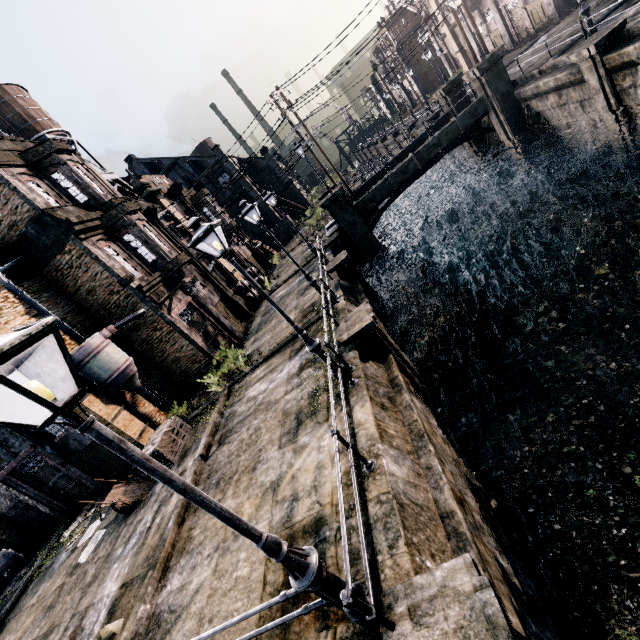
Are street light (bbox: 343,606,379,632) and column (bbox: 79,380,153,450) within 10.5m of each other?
no

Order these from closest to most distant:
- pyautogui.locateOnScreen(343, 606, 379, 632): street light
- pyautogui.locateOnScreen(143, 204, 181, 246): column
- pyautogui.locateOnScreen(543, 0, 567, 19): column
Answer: pyautogui.locateOnScreen(343, 606, 379, 632): street light < pyautogui.locateOnScreen(143, 204, 181, 246): column < pyautogui.locateOnScreen(543, 0, 567, 19): column

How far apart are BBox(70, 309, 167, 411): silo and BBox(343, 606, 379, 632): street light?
13.8m

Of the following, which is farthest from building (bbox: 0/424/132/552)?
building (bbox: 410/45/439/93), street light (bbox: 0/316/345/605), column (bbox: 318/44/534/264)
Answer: building (bbox: 410/45/439/93)

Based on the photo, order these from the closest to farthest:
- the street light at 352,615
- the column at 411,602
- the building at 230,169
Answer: the column at 411,602
the street light at 352,615
the building at 230,169

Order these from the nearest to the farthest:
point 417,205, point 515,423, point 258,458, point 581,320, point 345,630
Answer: point 345,630
point 258,458
point 515,423
point 581,320
point 417,205

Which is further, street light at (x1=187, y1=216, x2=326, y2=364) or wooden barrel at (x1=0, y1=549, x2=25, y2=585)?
wooden barrel at (x1=0, y1=549, x2=25, y2=585)

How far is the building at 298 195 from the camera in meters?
55.0 m
